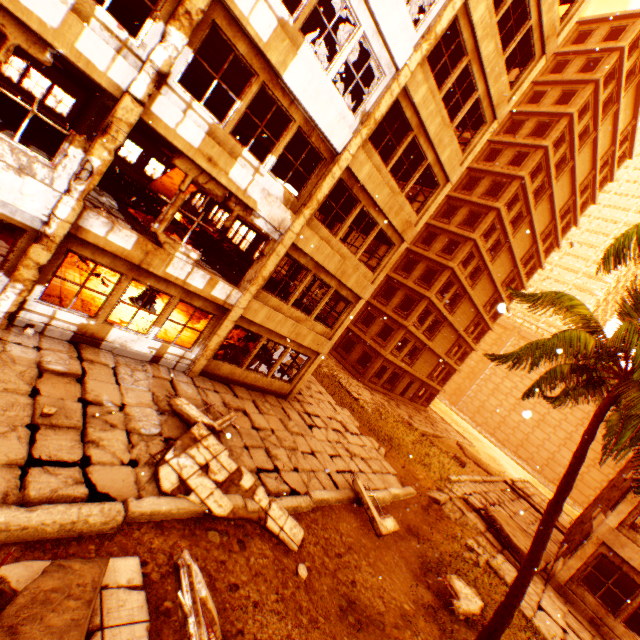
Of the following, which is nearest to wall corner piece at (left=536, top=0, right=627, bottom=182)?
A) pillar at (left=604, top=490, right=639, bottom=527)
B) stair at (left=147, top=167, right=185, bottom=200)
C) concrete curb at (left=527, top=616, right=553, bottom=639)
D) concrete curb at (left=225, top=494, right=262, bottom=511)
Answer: pillar at (left=604, top=490, right=639, bottom=527)

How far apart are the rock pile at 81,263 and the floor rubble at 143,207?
2.3 meters

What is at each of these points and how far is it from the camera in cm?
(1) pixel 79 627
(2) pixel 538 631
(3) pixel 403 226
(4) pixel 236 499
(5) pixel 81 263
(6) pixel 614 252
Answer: (1) floor rubble, 326
(2) concrete curb, 923
(3) wall corner piece, 1304
(4) concrete curb, 720
(5) rock pile, 1189
(6) rubble, 607

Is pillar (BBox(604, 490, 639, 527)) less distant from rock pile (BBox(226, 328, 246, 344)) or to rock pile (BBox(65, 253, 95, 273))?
rock pile (BBox(226, 328, 246, 344))

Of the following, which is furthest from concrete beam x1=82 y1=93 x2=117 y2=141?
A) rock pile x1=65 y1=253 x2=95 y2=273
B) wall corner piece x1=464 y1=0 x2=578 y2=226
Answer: wall corner piece x1=464 y1=0 x2=578 y2=226

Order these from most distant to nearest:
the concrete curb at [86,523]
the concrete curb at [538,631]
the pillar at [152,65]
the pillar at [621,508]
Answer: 1. the pillar at [621,508]
2. the concrete curb at [538,631]
3. the pillar at [152,65]
4. the concrete curb at [86,523]

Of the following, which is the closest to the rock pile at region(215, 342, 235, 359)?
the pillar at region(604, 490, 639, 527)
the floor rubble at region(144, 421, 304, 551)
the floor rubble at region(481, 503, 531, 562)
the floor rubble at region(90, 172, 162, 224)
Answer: the floor rubble at region(90, 172, 162, 224)

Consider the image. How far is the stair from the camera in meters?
22.0
